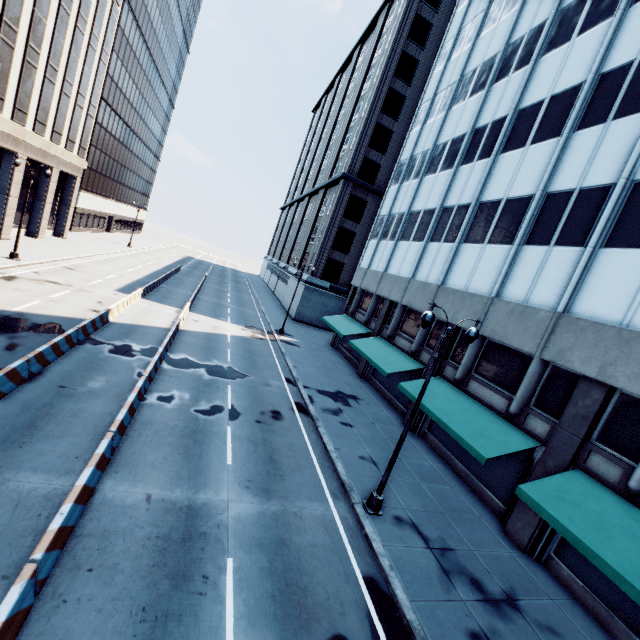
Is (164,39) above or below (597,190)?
above

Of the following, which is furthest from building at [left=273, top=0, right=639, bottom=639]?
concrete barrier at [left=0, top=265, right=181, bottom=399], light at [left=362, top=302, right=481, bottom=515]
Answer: concrete barrier at [left=0, top=265, right=181, bottom=399]

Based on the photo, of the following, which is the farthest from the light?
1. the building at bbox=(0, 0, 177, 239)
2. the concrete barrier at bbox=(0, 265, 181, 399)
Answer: the building at bbox=(0, 0, 177, 239)

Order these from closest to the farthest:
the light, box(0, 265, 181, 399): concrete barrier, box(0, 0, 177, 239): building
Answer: the light < box(0, 265, 181, 399): concrete barrier < box(0, 0, 177, 239): building

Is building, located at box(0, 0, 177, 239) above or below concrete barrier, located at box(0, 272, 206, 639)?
above

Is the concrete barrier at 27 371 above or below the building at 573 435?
below

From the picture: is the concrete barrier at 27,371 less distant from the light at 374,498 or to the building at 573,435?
the light at 374,498

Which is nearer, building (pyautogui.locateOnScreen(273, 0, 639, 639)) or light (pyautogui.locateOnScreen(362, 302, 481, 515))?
light (pyautogui.locateOnScreen(362, 302, 481, 515))
